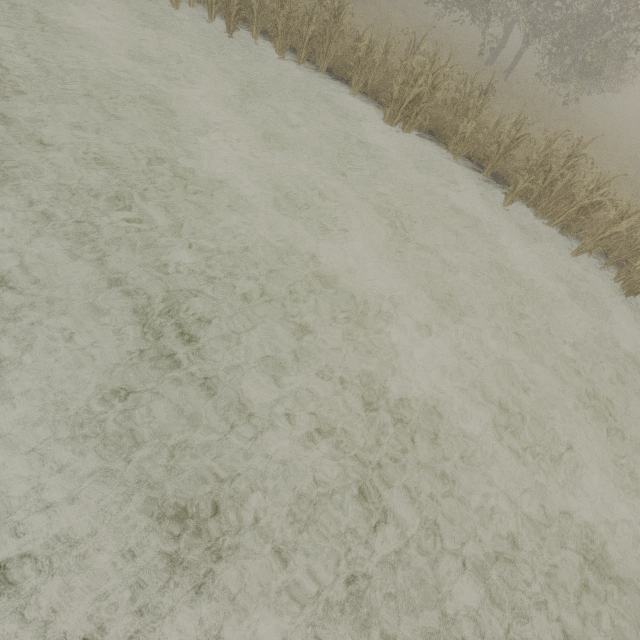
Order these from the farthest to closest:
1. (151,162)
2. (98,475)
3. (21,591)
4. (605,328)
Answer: (605,328) < (151,162) < (98,475) < (21,591)
